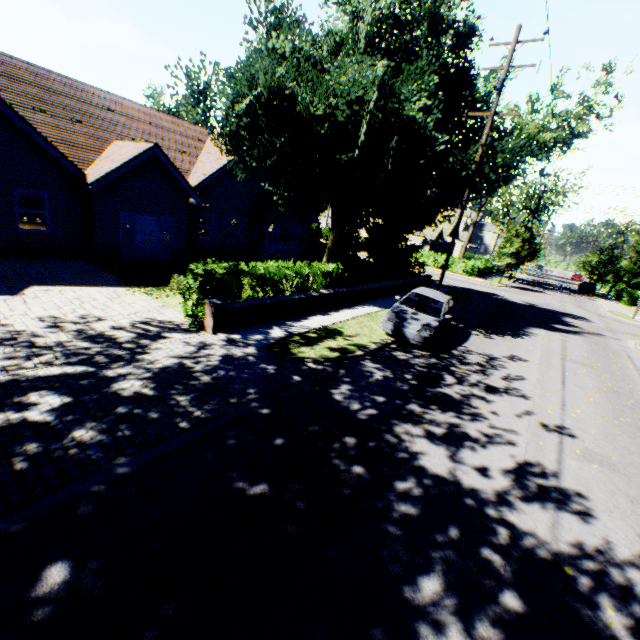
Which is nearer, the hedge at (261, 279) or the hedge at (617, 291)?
the hedge at (261, 279)

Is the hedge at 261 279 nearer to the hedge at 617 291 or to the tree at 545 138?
the tree at 545 138

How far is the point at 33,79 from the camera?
14.5 meters

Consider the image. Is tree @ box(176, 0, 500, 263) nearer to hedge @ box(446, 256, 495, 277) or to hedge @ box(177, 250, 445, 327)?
hedge @ box(177, 250, 445, 327)

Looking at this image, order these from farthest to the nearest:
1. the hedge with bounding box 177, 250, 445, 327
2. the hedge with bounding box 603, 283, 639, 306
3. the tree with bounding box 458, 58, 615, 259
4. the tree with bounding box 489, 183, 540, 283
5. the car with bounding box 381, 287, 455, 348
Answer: the hedge with bounding box 603, 283, 639, 306 < the tree with bounding box 489, 183, 540, 283 < the tree with bounding box 458, 58, 615, 259 < the car with bounding box 381, 287, 455, 348 < the hedge with bounding box 177, 250, 445, 327

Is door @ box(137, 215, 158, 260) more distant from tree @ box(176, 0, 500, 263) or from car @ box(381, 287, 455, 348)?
car @ box(381, 287, 455, 348)

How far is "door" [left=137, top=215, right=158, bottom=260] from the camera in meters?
15.2

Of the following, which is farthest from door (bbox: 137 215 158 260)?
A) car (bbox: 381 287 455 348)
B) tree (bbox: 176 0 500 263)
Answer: car (bbox: 381 287 455 348)
